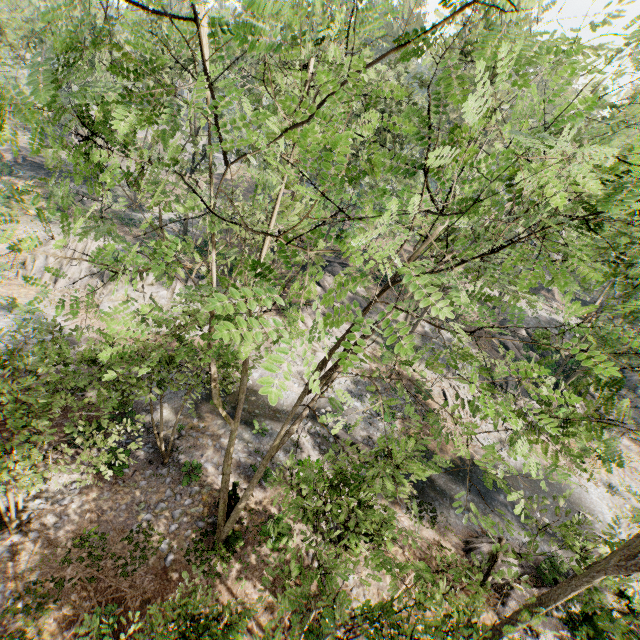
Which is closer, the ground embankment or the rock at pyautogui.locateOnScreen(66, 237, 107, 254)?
the rock at pyautogui.locateOnScreen(66, 237, 107, 254)

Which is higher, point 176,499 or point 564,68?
point 564,68

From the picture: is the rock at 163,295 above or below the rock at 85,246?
below

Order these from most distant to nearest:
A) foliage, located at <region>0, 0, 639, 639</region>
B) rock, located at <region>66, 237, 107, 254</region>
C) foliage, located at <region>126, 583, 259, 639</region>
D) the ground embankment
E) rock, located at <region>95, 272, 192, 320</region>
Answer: the ground embankment
rock, located at <region>66, 237, 107, 254</region>
rock, located at <region>95, 272, 192, 320</region>
foliage, located at <region>126, 583, 259, 639</region>
foliage, located at <region>0, 0, 639, 639</region>

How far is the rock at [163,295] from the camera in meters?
25.5 m

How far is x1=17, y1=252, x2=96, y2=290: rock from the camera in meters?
25.9
